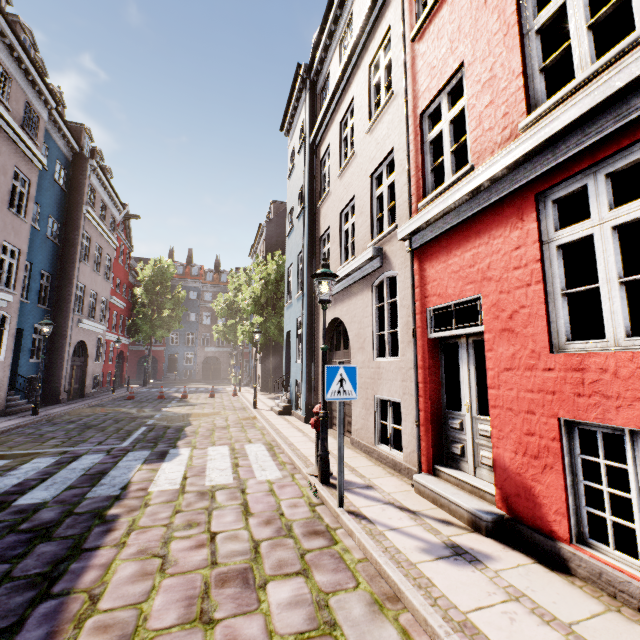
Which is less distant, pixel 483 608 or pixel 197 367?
pixel 483 608

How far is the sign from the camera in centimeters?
451cm

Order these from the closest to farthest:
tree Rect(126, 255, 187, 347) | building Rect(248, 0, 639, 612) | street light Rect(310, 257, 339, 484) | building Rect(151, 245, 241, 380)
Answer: building Rect(248, 0, 639, 612) → street light Rect(310, 257, 339, 484) → tree Rect(126, 255, 187, 347) → building Rect(151, 245, 241, 380)

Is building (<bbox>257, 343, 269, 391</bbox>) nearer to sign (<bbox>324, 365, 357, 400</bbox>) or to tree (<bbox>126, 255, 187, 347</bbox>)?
→ sign (<bbox>324, 365, 357, 400</bbox>)

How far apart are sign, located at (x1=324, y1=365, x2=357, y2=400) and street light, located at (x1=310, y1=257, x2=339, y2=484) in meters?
1.0

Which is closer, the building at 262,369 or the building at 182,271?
the building at 262,369

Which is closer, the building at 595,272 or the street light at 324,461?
the building at 595,272

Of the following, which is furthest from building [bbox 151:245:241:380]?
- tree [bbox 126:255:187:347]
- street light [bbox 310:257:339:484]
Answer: tree [bbox 126:255:187:347]
